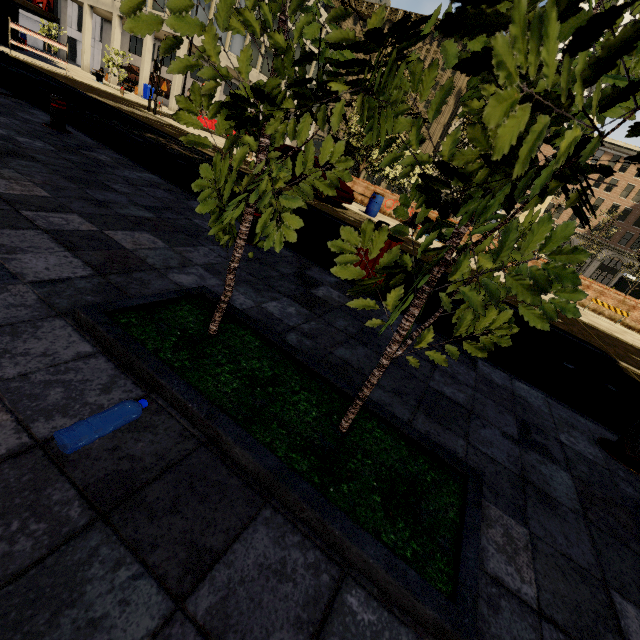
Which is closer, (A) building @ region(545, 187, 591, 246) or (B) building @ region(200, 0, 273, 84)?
(B) building @ region(200, 0, 273, 84)

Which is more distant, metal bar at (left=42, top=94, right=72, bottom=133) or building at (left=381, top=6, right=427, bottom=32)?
building at (left=381, top=6, right=427, bottom=32)

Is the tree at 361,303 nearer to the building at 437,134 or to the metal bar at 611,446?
the metal bar at 611,446

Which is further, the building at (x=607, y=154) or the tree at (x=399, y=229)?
the building at (x=607, y=154)

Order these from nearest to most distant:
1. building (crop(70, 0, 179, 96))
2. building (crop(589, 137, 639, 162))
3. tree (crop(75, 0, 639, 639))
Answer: tree (crop(75, 0, 639, 639)) → building (crop(70, 0, 179, 96)) → building (crop(589, 137, 639, 162))

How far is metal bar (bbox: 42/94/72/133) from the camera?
5.9m

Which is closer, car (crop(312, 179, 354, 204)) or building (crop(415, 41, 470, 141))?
car (crop(312, 179, 354, 204))

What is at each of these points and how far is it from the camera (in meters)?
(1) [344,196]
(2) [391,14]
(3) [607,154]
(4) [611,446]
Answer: (1) car, 12.81
(2) building, 58.16
(3) building, 49.34
(4) metal bar, 3.20
